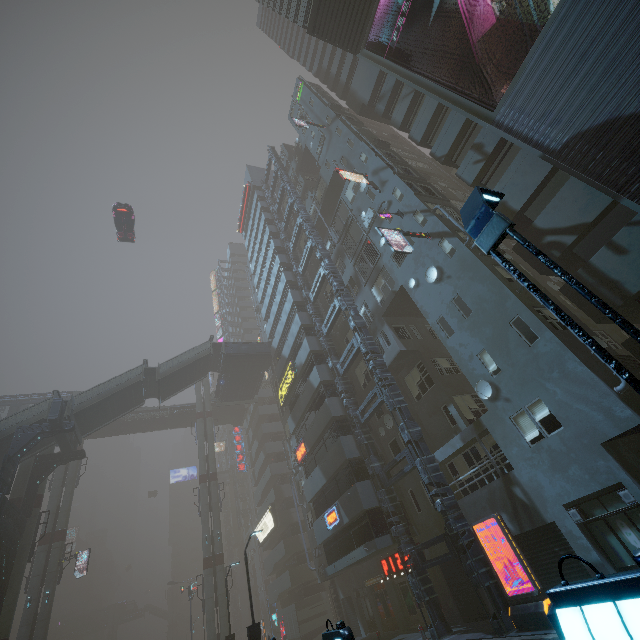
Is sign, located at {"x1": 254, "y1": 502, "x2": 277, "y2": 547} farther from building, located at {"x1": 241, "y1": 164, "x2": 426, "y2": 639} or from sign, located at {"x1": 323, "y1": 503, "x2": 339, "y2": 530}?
sign, located at {"x1": 323, "y1": 503, "x2": 339, "y2": 530}

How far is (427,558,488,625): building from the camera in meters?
15.6

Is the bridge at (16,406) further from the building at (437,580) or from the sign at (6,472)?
the sign at (6,472)

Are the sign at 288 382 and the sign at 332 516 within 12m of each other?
yes

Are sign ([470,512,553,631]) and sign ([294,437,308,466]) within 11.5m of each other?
no

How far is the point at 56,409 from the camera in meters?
25.5

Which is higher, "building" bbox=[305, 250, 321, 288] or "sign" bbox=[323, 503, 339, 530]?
"building" bbox=[305, 250, 321, 288]

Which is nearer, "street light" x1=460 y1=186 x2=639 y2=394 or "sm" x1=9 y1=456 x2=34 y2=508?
"street light" x1=460 y1=186 x2=639 y2=394
